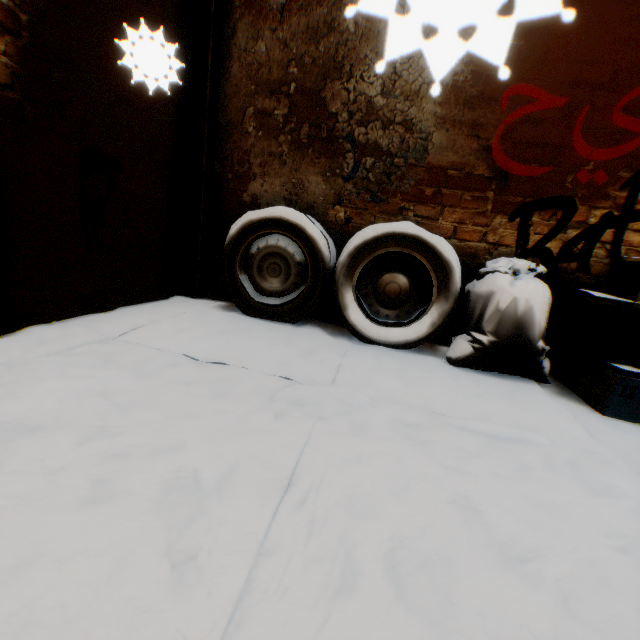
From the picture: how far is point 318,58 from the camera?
2.51m

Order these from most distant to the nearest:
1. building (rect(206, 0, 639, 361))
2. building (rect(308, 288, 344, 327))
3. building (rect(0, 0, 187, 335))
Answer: building (rect(308, 288, 344, 327)) → building (rect(206, 0, 639, 361)) → building (rect(0, 0, 187, 335))

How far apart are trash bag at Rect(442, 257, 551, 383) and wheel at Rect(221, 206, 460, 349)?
0.0 meters

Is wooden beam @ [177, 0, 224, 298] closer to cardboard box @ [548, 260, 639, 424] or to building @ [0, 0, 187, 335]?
building @ [0, 0, 187, 335]

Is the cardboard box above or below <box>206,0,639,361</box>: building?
below

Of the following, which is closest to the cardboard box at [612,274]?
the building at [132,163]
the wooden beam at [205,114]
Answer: the building at [132,163]

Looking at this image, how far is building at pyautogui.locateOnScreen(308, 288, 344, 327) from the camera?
2.9m
